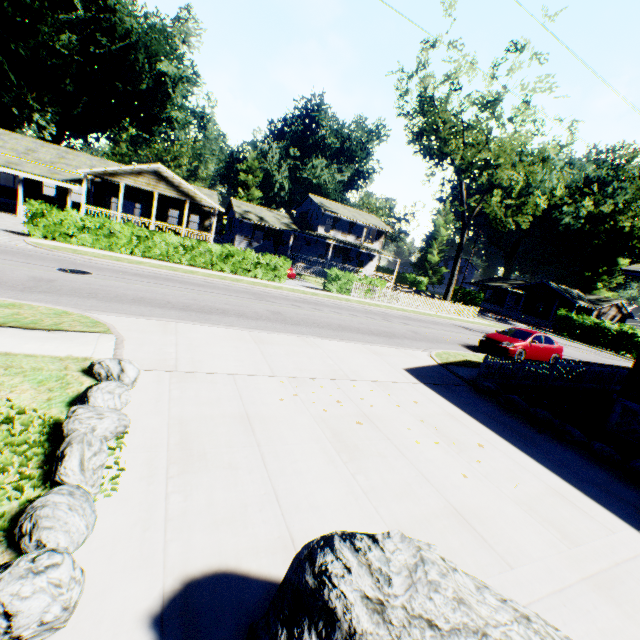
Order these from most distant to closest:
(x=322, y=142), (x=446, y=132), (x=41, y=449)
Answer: (x=322, y=142) → (x=446, y=132) → (x=41, y=449)

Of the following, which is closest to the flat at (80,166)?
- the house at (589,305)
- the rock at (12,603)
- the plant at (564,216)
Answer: the rock at (12,603)

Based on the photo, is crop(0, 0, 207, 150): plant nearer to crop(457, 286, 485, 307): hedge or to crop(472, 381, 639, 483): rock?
crop(457, 286, 485, 307): hedge

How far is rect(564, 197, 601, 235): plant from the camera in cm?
5713

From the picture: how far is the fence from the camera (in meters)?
10.96

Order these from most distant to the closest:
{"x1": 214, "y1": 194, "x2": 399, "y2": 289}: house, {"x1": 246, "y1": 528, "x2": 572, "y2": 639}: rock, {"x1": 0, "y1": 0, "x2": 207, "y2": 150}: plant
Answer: {"x1": 0, "y1": 0, "x2": 207, "y2": 150}: plant < {"x1": 214, "y1": 194, "x2": 399, "y2": 289}: house < {"x1": 246, "y1": 528, "x2": 572, "y2": 639}: rock

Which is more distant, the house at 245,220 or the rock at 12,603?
the house at 245,220

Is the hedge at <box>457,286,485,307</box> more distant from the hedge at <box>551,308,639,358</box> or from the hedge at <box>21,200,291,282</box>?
the hedge at <box>21,200,291,282</box>
